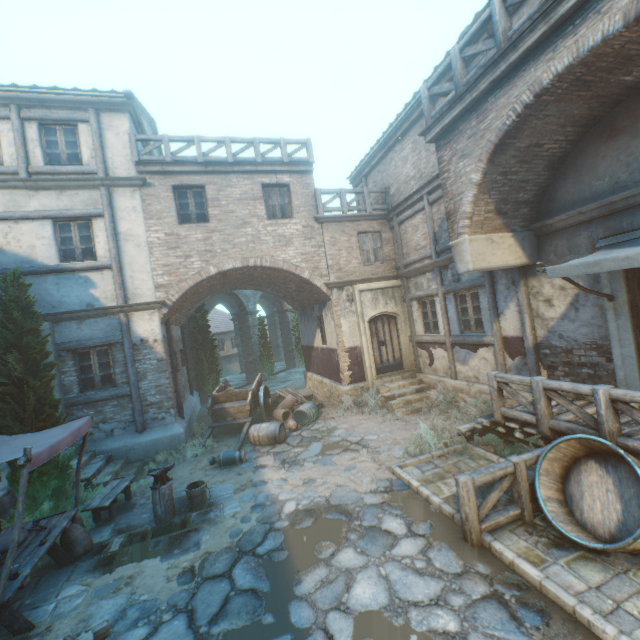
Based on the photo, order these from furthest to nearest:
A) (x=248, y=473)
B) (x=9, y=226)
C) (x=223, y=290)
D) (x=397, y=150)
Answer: (x=223, y=290) < (x=397, y=150) < (x=9, y=226) < (x=248, y=473)

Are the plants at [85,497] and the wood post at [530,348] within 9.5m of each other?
no

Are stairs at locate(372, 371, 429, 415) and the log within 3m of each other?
no

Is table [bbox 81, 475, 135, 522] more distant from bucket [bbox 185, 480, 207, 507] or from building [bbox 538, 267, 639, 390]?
building [bbox 538, 267, 639, 390]

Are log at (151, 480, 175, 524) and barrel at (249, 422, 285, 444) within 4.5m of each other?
yes

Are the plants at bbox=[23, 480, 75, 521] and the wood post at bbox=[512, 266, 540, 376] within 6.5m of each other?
no

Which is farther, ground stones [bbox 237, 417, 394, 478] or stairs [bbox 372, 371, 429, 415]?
stairs [bbox 372, 371, 429, 415]

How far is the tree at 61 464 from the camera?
6.9 meters
